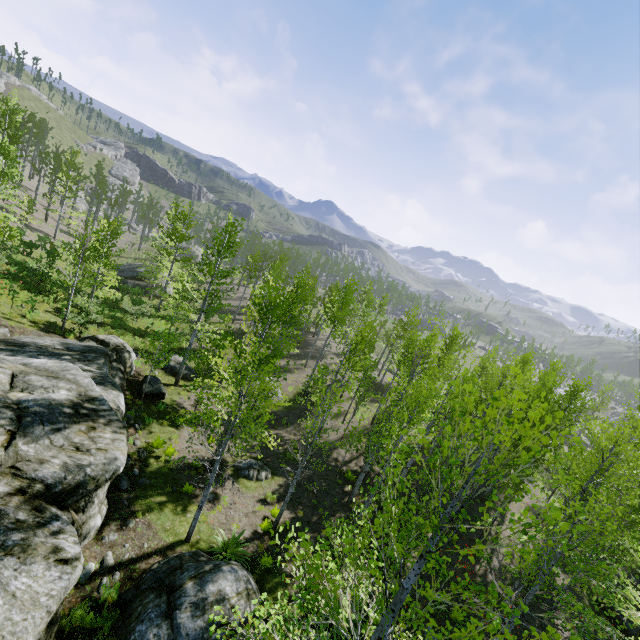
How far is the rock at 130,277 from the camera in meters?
35.9

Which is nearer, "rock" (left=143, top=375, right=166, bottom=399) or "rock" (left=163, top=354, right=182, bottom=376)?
"rock" (left=143, top=375, right=166, bottom=399)

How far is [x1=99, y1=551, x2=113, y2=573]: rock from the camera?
8.54m

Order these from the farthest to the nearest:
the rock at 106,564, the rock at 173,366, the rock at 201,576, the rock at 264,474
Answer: the rock at 173,366, the rock at 264,474, the rock at 106,564, the rock at 201,576

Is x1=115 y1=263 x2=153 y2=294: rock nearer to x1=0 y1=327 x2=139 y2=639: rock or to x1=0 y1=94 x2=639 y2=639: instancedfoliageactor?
x1=0 y1=327 x2=139 y2=639: rock

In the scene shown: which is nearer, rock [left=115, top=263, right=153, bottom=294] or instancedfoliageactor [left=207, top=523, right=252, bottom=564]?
instancedfoliageactor [left=207, top=523, right=252, bottom=564]

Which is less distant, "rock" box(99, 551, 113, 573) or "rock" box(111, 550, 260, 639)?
"rock" box(111, 550, 260, 639)

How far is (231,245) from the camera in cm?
4134
